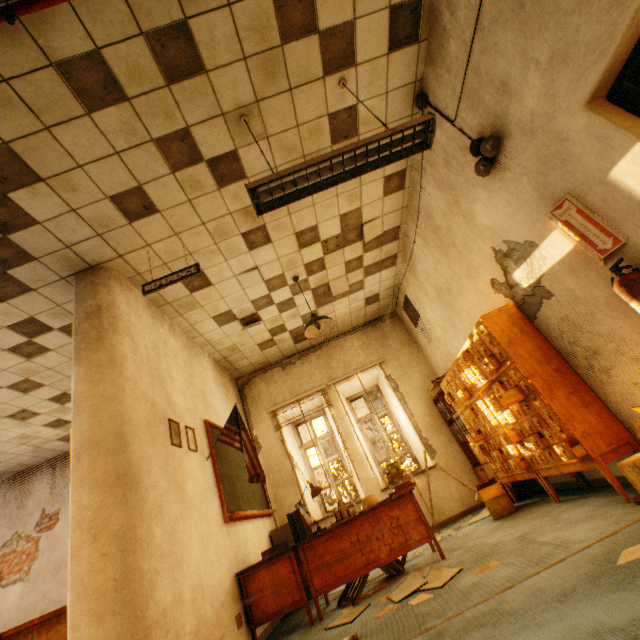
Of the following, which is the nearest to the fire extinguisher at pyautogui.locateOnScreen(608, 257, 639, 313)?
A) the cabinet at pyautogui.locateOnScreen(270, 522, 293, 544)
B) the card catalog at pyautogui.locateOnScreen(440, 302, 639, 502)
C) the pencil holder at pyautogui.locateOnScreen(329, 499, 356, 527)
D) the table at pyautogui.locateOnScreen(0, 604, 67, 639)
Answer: the card catalog at pyautogui.locateOnScreen(440, 302, 639, 502)

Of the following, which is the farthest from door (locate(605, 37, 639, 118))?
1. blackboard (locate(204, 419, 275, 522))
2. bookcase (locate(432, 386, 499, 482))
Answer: blackboard (locate(204, 419, 275, 522))

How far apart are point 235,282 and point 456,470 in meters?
4.9

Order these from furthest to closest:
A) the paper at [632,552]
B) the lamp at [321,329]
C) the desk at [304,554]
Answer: the lamp at [321,329], the desk at [304,554], the paper at [632,552]

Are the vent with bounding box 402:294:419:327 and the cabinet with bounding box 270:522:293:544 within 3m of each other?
no

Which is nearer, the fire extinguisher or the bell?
the fire extinguisher

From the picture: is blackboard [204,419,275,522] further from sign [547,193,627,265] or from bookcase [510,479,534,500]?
sign [547,193,627,265]

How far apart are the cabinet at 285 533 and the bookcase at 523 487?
2.93m
